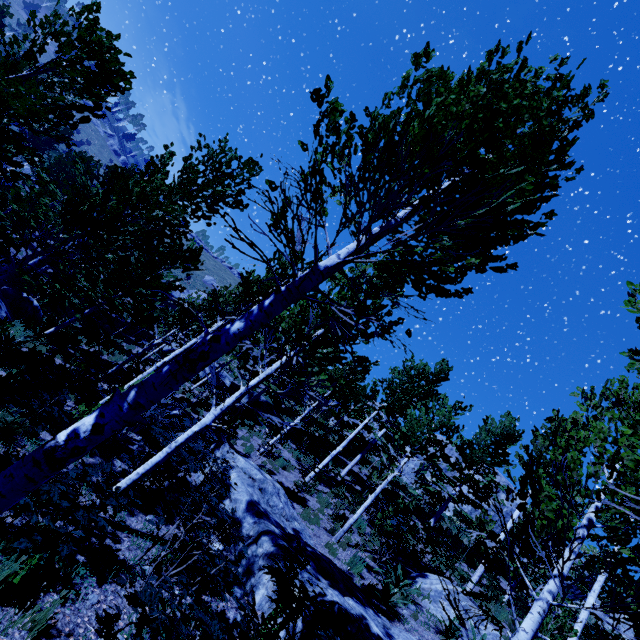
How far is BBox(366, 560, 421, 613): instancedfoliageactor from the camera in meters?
8.3 m

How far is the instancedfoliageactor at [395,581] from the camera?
8.3m

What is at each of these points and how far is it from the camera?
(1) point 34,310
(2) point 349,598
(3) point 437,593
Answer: (1) rock, 16.3 meters
(2) rock, 6.5 meters
(3) rock, 10.3 meters

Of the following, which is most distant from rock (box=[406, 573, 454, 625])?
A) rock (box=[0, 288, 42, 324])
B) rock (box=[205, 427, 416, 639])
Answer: rock (box=[0, 288, 42, 324])

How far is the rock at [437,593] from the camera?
9.69m

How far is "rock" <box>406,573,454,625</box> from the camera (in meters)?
9.69

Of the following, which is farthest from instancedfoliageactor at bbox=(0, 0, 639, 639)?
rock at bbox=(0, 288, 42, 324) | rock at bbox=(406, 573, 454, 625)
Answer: rock at bbox=(406, 573, 454, 625)
